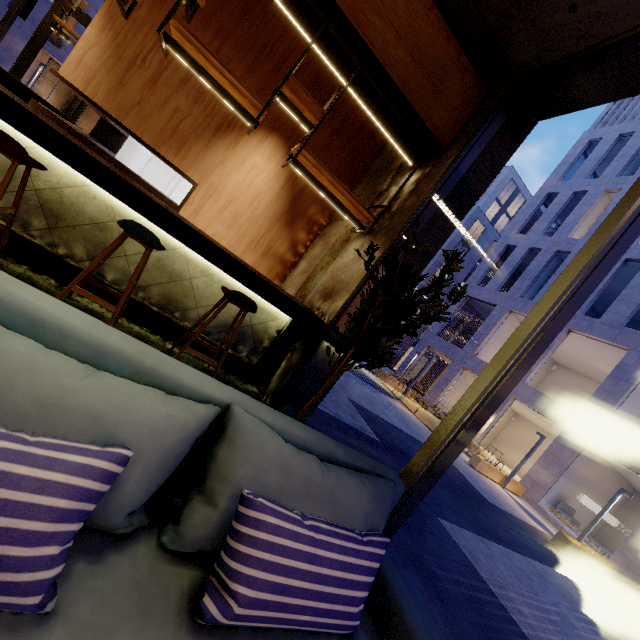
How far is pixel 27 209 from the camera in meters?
2.9 m

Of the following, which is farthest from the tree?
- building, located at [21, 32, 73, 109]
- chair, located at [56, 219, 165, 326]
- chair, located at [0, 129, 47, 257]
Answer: building, located at [21, 32, 73, 109]

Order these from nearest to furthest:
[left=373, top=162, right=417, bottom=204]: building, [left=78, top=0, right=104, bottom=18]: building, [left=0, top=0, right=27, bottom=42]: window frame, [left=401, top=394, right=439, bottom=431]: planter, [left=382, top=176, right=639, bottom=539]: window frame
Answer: [left=382, top=176, right=639, bottom=539]: window frame → [left=373, top=162, right=417, bottom=204]: building → [left=0, top=0, right=27, bottom=42]: window frame → [left=401, top=394, right=439, bottom=431]: planter → [left=78, top=0, right=104, bottom=18]: building

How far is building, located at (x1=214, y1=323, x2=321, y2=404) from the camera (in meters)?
3.72

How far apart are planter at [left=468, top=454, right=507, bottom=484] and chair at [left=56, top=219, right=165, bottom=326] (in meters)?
14.38

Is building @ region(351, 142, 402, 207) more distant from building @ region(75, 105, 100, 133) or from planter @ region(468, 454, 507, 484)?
building @ region(75, 105, 100, 133)

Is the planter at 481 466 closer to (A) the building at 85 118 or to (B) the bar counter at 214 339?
(B) the bar counter at 214 339

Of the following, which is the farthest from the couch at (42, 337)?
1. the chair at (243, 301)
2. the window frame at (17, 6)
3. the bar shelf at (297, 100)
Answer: the window frame at (17, 6)
